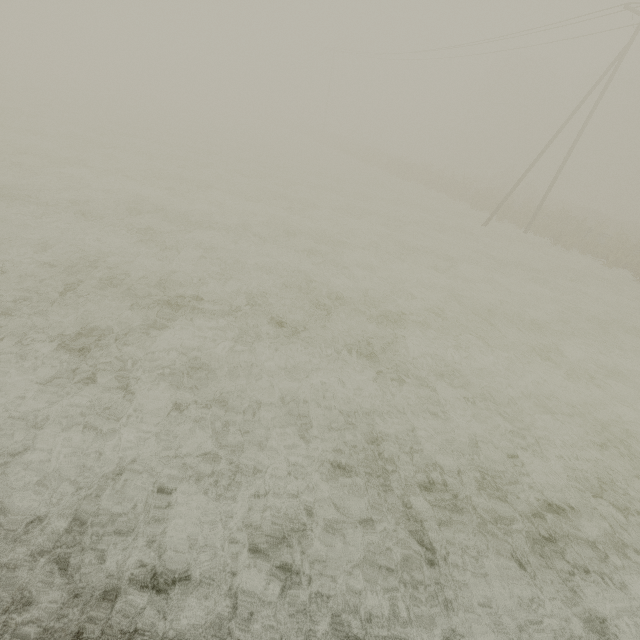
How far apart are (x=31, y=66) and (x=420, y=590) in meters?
91.8 m

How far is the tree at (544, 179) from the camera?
25.5m

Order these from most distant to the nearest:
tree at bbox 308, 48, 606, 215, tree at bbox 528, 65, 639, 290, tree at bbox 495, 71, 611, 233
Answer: tree at bbox 308, 48, 606, 215 → tree at bbox 495, 71, 611, 233 → tree at bbox 528, 65, 639, 290

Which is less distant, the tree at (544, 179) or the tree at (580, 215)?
the tree at (580, 215)

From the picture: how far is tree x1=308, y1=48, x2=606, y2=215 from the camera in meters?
33.7 m

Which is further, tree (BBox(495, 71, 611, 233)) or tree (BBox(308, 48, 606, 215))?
tree (BBox(308, 48, 606, 215))
